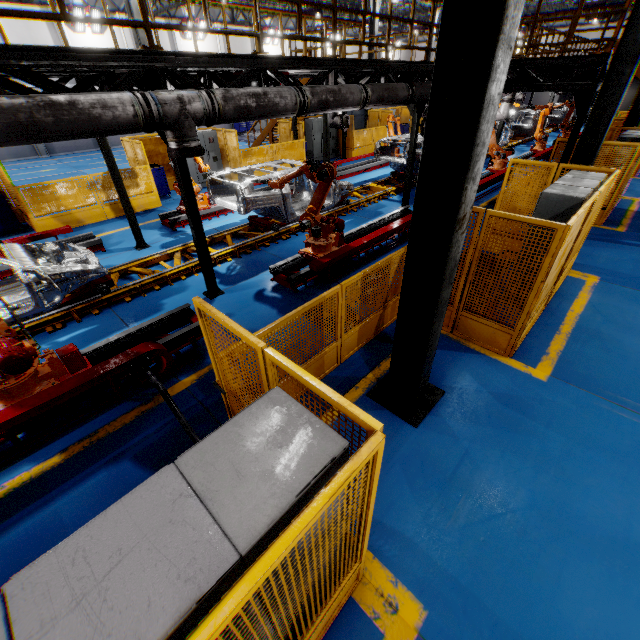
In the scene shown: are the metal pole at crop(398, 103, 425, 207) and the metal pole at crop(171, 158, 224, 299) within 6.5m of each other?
no

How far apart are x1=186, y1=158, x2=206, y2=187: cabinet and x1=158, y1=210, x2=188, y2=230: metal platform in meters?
3.0 m

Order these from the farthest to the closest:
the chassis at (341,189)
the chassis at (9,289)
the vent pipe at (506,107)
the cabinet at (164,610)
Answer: the vent pipe at (506,107), the chassis at (341,189), the chassis at (9,289), the cabinet at (164,610)

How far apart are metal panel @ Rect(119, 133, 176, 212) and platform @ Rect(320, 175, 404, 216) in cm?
456

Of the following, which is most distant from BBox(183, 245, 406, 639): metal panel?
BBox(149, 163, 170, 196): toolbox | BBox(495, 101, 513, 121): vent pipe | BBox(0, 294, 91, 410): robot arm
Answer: BBox(495, 101, 513, 121): vent pipe

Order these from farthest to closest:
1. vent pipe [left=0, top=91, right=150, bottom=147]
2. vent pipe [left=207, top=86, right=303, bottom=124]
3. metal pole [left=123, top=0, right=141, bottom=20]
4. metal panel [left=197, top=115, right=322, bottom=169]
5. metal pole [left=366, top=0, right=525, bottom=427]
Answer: metal panel [left=197, top=115, right=322, bottom=169], metal pole [left=123, top=0, right=141, bottom=20], vent pipe [left=207, top=86, right=303, bottom=124], vent pipe [left=0, top=91, right=150, bottom=147], metal pole [left=366, top=0, right=525, bottom=427]

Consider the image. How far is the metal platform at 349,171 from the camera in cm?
Answer: 1528

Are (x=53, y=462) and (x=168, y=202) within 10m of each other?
no
